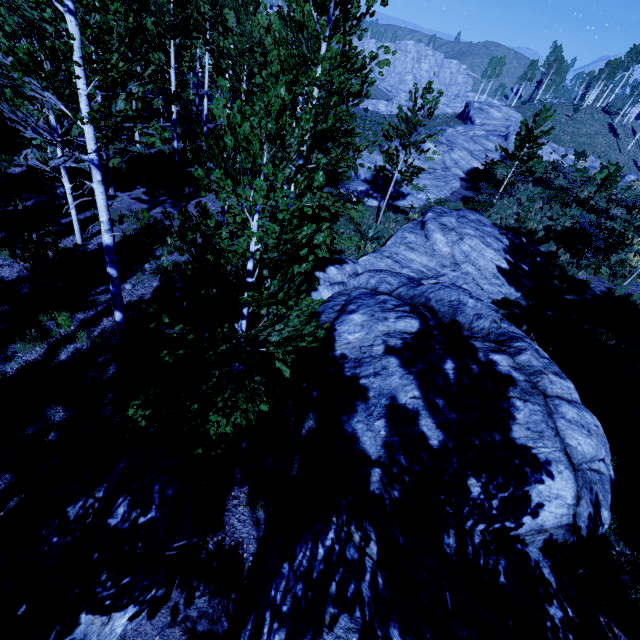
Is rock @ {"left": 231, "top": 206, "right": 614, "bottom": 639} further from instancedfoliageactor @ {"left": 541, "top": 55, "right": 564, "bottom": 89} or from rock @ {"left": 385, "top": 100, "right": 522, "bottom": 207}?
rock @ {"left": 385, "top": 100, "right": 522, "bottom": 207}

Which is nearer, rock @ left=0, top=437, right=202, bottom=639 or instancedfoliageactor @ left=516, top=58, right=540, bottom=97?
rock @ left=0, top=437, right=202, bottom=639

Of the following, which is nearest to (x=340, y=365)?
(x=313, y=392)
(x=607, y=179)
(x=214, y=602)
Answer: (x=313, y=392)

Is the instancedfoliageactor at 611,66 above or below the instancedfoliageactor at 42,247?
above

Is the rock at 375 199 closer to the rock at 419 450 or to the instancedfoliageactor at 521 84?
the rock at 419 450

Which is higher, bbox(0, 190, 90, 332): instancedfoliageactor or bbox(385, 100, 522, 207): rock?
bbox(385, 100, 522, 207): rock

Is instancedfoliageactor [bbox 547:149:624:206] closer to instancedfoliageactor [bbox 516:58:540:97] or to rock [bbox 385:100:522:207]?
instancedfoliageactor [bbox 516:58:540:97]
